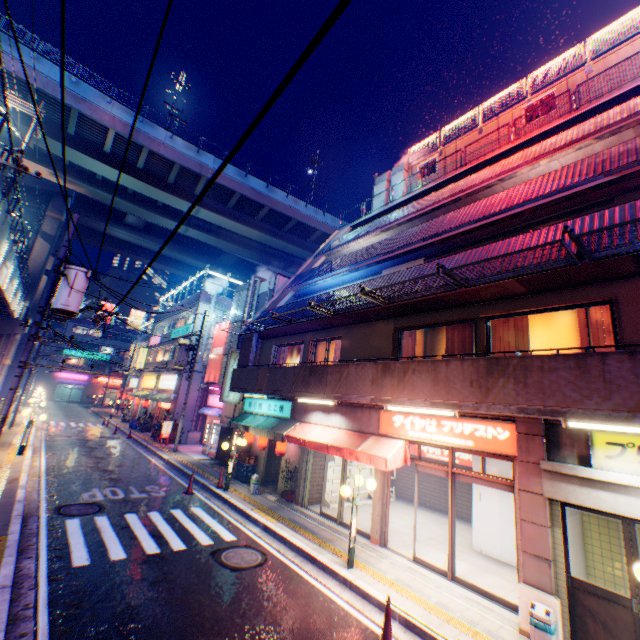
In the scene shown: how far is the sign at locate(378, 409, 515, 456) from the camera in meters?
7.6 m

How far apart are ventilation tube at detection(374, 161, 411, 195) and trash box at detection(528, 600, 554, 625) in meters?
20.3 m

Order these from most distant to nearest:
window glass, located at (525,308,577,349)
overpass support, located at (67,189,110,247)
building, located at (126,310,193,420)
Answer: overpass support, located at (67,189,110,247) < building, located at (126,310,193,420) < window glass, located at (525,308,577,349)

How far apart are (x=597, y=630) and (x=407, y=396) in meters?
5.3 m

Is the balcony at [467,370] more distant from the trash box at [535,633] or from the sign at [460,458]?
the sign at [460,458]

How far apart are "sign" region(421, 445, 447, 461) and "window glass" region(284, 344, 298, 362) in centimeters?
661cm

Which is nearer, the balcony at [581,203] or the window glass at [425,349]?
the balcony at [581,203]

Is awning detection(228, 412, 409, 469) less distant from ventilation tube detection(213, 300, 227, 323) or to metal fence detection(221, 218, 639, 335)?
metal fence detection(221, 218, 639, 335)
